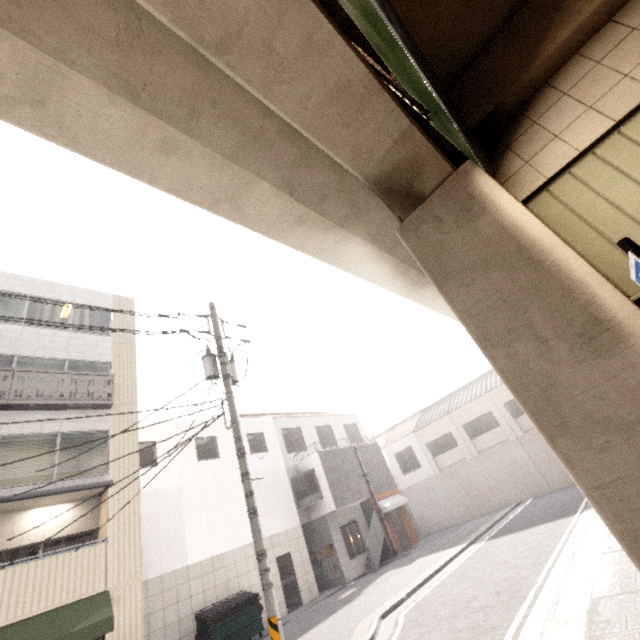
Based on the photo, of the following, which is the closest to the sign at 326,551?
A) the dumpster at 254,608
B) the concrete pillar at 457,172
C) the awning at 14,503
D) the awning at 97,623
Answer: the dumpster at 254,608

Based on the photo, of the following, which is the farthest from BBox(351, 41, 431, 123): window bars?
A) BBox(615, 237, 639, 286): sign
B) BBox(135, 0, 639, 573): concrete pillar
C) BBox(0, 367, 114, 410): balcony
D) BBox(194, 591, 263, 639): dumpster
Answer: BBox(194, 591, 263, 639): dumpster

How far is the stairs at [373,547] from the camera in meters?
16.1

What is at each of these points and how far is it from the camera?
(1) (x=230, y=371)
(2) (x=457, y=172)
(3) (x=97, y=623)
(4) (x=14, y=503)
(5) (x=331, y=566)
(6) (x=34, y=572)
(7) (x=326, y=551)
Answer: (1) utility pole, 9.37m
(2) concrete pillar, 4.46m
(3) awning, 8.73m
(4) awning, 9.46m
(5) sign, 16.05m
(6) balcony, 8.83m
(7) sign, 16.41m

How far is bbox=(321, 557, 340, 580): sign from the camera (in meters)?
15.80

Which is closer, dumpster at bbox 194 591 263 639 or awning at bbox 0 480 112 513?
awning at bbox 0 480 112 513

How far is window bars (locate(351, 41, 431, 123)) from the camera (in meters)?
3.14

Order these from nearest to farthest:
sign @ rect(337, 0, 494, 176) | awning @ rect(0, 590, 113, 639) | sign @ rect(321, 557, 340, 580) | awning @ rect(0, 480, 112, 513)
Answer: sign @ rect(337, 0, 494, 176)
awning @ rect(0, 590, 113, 639)
awning @ rect(0, 480, 112, 513)
sign @ rect(321, 557, 340, 580)
